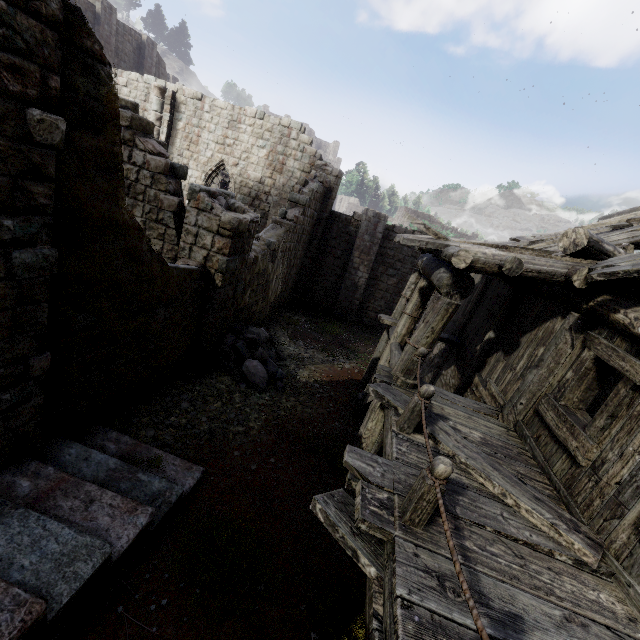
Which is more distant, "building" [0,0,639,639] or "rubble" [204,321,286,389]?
"rubble" [204,321,286,389]

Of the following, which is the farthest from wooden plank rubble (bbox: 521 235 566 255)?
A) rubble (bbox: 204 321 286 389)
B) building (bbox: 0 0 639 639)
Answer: rubble (bbox: 204 321 286 389)

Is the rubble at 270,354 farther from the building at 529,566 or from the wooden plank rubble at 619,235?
the wooden plank rubble at 619,235

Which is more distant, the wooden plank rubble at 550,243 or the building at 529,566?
the wooden plank rubble at 550,243

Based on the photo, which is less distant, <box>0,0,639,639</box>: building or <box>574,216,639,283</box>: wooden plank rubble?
<box>0,0,639,639</box>: building

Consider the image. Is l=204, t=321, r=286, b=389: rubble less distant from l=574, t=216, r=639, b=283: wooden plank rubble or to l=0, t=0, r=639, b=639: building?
l=0, t=0, r=639, b=639: building

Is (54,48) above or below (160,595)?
above
